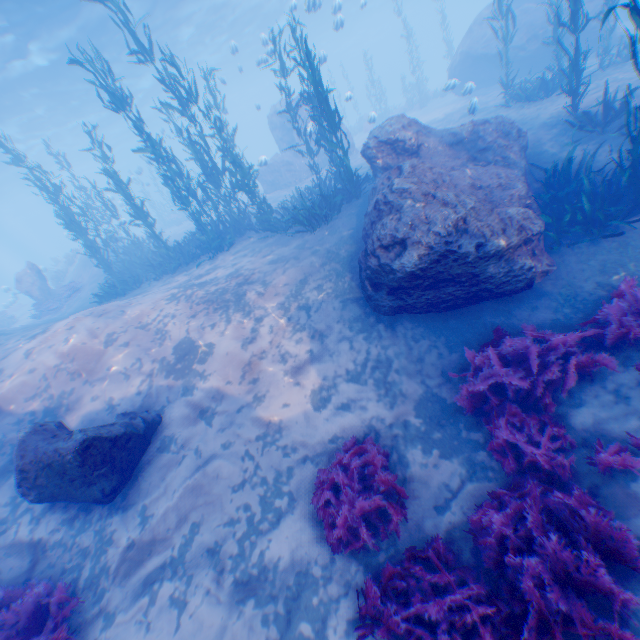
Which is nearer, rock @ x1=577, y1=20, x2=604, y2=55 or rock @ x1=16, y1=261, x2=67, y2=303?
rock @ x1=577, y1=20, x2=604, y2=55

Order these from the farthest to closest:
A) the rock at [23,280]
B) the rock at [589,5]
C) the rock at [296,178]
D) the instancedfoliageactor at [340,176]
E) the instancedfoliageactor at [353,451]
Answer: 1. the rock at [296,178]
2. the rock at [23,280]
3. the rock at [589,5]
4. the instancedfoliageactor at [340,176]
5. the instancedfoliageactor at [353,451]

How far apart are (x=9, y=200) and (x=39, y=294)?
50.4m

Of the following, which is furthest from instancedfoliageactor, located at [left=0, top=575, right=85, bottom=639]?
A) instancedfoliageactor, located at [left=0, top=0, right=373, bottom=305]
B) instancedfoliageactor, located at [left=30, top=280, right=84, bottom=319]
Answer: instancedfoliageactor, located at [left=30, top=280, right=84, bottom=319]

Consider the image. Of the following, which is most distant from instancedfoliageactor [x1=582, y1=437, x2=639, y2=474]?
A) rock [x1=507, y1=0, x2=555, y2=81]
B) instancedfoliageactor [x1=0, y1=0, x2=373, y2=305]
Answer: instancedfoliageactor [x1=0, y1=0, x2=373, y2=305]

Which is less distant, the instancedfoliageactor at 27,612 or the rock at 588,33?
the instancedfoliageactor at 27,612

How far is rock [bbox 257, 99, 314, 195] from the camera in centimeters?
2030cm
